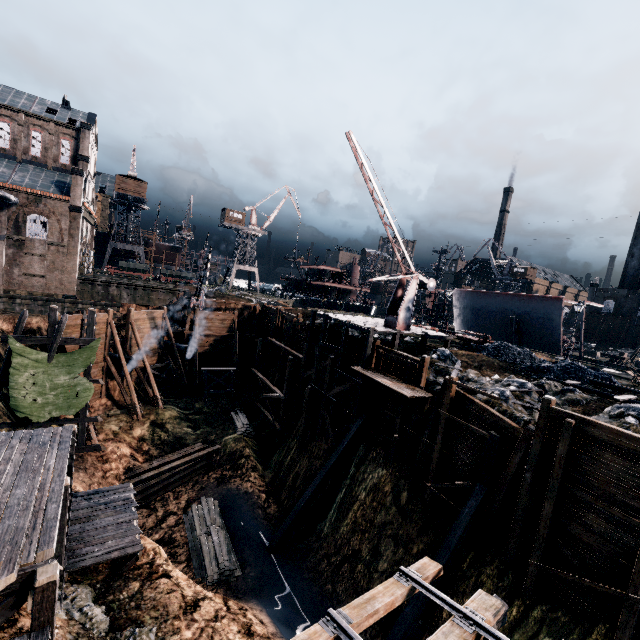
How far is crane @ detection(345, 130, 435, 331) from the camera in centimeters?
2075cm

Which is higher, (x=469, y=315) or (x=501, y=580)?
(x=469, y=315)

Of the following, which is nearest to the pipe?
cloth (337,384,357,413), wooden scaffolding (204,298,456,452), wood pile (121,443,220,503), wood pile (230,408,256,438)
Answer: wooden scaffolding (204,298,456,452)

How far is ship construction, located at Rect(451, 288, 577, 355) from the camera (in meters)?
38.09

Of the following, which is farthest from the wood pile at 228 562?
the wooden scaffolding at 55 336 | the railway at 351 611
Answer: the railway at 351 611

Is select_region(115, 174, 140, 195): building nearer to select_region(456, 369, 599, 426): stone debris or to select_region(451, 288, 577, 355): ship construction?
select_region(451, 288, 577, 355): ship construction

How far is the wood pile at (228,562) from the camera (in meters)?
18.36

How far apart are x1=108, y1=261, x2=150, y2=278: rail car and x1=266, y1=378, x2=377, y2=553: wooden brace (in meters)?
50.65
